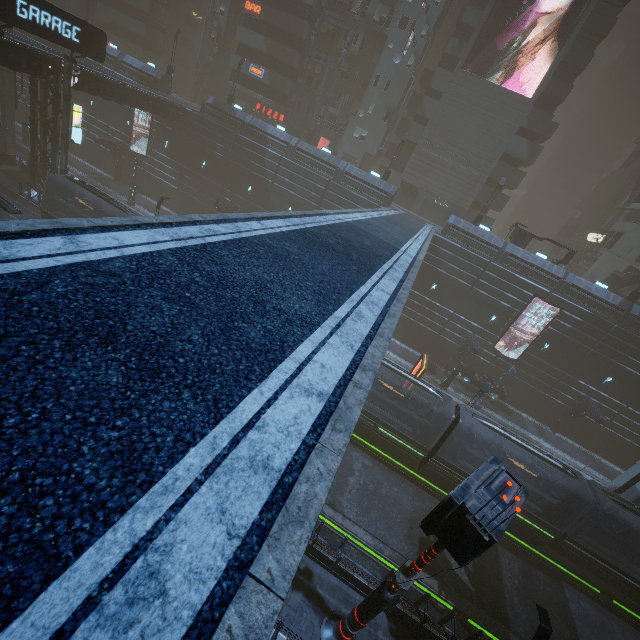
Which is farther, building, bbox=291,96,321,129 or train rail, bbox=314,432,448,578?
building, bbox=291,96,321,129

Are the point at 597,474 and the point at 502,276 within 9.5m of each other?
no

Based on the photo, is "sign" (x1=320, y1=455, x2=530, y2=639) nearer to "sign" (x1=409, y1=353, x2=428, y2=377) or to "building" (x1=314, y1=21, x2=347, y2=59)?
"building" (x1=314, y1=21, x2=347, y2=59)

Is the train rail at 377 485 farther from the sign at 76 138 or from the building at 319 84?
the sign at 76 138

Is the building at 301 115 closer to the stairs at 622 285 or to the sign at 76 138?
the sign at 76 138

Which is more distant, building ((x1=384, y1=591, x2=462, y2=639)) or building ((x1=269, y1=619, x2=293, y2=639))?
building ((x1=384, y1=591, x2=462, y2=639))

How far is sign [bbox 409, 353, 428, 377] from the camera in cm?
2236

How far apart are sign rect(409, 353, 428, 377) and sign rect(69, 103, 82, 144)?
35.18m
